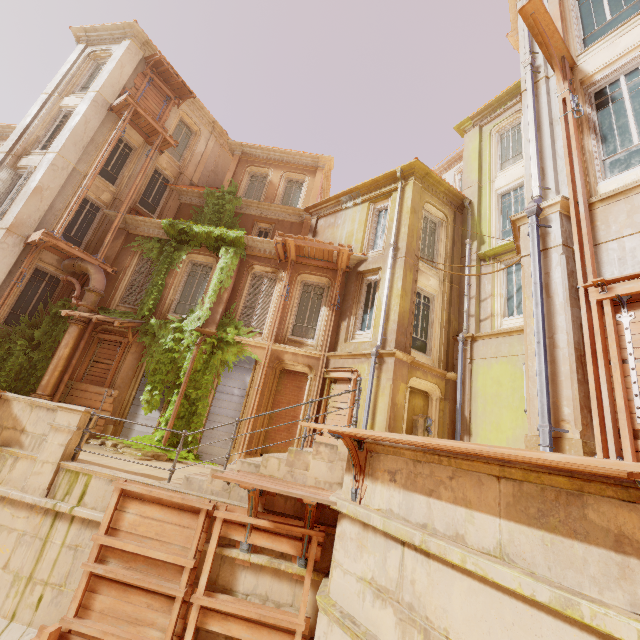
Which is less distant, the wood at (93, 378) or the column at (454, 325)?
the column at (454, 325)

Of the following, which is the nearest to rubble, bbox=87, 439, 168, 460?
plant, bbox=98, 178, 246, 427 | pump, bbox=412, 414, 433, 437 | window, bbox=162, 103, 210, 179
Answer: plant, bbox=98, 178, 246, 427

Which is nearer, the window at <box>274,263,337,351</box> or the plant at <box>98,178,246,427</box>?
the plant at <box>98,178,246,427</box>

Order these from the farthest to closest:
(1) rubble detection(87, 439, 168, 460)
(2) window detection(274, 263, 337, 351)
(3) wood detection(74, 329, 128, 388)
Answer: (2) window detection(274, 263, 337, 351) < (3) wood detection(74, 329, 128, 388) < (1) rubble detection(87, 439, 168, 460)

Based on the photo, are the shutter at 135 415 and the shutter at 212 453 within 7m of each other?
yes

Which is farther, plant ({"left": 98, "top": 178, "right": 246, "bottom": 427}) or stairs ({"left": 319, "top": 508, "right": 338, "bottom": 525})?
plant ({"left": 98, "top": 178, "right": 246, "bottom": 427})

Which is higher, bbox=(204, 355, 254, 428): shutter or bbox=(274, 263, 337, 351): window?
bbox=(274, 263, 337, 351): window

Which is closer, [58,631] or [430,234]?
[58,631]
